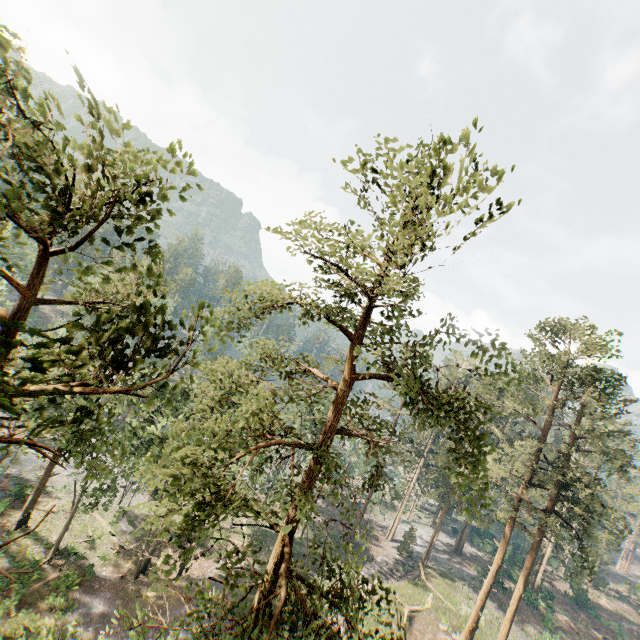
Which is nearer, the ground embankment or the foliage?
the foliage

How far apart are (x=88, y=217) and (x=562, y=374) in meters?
37.4

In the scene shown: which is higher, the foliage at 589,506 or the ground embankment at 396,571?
the foliage at 589,506

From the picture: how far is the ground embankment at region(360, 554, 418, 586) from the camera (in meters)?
35.31

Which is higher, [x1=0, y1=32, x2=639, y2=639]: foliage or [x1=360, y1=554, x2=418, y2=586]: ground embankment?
[x1=0, y1=32, x2=639, y2=639]: foliage

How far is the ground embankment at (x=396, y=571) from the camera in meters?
35.3 m
